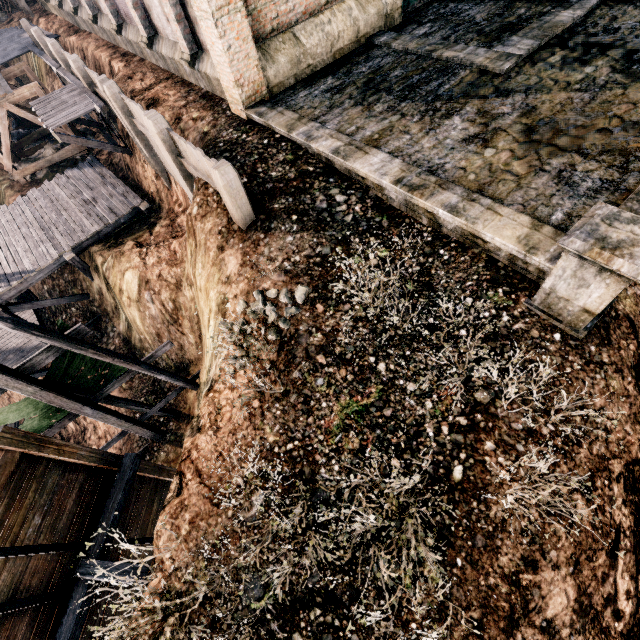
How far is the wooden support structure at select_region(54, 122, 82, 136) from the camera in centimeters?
2125cm

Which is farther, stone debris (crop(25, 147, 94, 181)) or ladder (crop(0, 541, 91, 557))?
stone debris (crop(25, 147, 94, 181))

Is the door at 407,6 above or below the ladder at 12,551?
above

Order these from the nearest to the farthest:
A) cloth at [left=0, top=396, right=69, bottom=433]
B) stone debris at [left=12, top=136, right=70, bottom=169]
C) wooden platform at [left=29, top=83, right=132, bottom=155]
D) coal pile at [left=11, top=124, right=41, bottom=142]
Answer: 1. cloth at [left=0, top=396, right=69, bottom=433]
2. wooden platform at [left=29, top=83, right=132, bottom=155]
3. stone debris at [left=12, top=136, right=70, bottom=169]
4. coal pile at [left=11, top=124, right=41, bottom=142]

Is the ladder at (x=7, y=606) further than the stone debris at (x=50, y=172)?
No

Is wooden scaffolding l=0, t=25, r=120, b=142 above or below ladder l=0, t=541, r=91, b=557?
above

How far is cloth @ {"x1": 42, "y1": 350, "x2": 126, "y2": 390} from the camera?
10.7m

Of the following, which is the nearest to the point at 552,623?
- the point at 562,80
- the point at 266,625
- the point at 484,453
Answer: the point at 484,453
